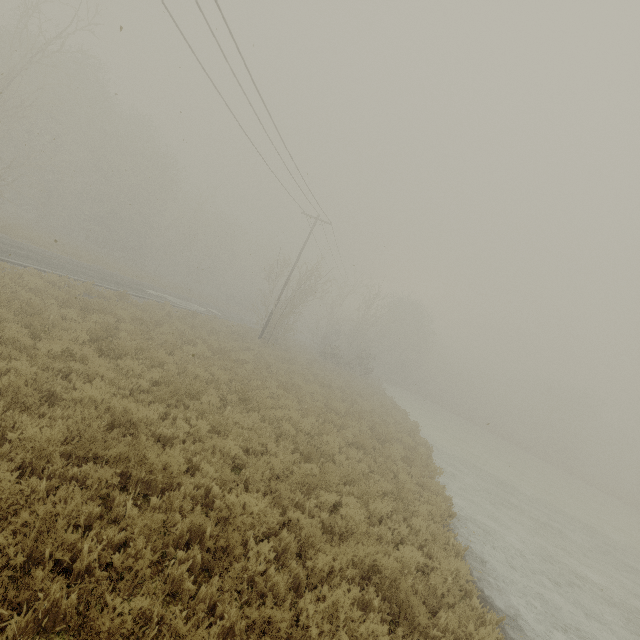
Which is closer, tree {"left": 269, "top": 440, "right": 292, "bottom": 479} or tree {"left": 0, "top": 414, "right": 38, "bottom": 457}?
tree {"left": 0, "top": 414, "right": 38, "bottom": 457}

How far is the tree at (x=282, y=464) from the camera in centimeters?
693cm

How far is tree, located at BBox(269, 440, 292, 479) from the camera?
6.93m

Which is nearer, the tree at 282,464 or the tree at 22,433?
the tree at 22,433

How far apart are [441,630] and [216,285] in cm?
5675
